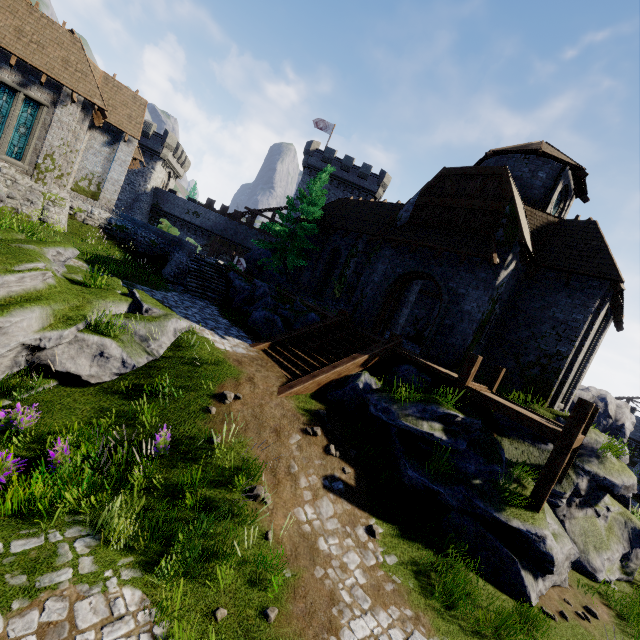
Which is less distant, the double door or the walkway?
the walkway

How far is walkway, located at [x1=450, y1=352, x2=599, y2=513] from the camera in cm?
835

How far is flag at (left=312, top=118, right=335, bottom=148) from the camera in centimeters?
4250cm

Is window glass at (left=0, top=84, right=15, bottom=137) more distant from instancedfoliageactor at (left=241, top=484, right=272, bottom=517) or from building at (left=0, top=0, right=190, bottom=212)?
instancedfoliageactor at (left=241, top=484, right=272, bottom=517)

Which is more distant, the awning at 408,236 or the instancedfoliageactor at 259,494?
the awning at 408,236

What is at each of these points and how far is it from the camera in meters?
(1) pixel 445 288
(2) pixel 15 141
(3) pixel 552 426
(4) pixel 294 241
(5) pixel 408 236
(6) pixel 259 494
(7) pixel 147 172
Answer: (1) double door, 14.2
(2) window glass, 17.8
(3) walkway, 8.9
(4) tree, 24.3
(5) awning, 15.7
(6) instancedfoliageactor, 6.6
(7) building, 41.3

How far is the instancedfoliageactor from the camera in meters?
5.6

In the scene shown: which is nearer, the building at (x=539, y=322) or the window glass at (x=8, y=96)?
the building at (x=539, y=322)
